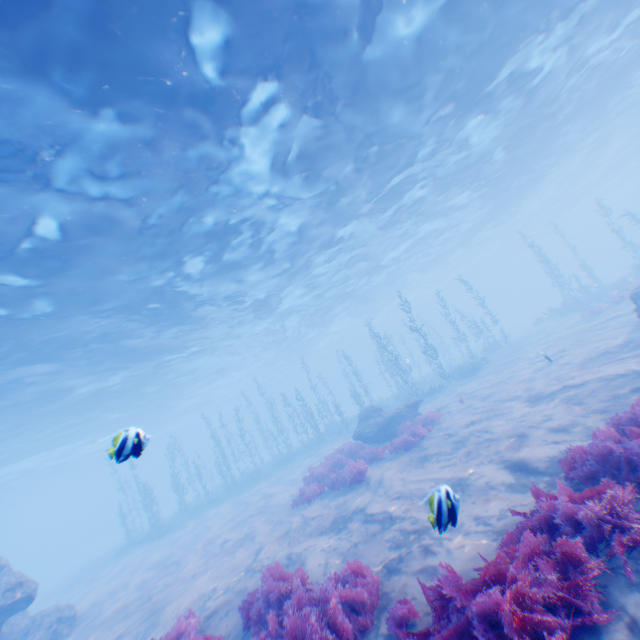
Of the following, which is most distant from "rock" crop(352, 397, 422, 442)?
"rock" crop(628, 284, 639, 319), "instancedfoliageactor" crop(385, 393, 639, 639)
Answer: "instancedfoliageactor" crop(385, 393, 639, 639)

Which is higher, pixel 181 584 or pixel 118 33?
pixel 118 33

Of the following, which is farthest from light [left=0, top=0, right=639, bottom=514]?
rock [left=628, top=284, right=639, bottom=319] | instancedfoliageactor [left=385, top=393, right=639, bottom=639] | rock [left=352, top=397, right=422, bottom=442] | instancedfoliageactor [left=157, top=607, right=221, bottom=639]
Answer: instancedfoliageactor [left=157, top=607, right=221, bottom=639]

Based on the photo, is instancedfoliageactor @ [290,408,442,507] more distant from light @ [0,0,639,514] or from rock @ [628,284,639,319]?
light @ [0,0,639,514]

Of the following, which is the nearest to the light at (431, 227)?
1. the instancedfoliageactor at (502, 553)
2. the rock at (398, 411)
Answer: the instancedfoliageactor at (502, 553)

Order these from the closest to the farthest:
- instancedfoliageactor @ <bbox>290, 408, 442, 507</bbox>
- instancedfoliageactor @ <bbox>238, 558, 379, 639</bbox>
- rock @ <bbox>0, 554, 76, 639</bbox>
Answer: instancedfoliageactor @ <bbox>238, 558, 379, 639</bbox>, rock @ <bbox>0, 554, 76, 639</bbox>, instancedfoliageactor @ <bbox>290, 408, 442, 507</bbox>

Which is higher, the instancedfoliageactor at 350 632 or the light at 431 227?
the light at 431 227

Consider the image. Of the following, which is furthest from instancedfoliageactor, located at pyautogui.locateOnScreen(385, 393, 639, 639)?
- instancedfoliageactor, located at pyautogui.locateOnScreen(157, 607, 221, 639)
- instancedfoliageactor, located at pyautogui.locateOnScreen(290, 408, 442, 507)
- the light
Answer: the light
